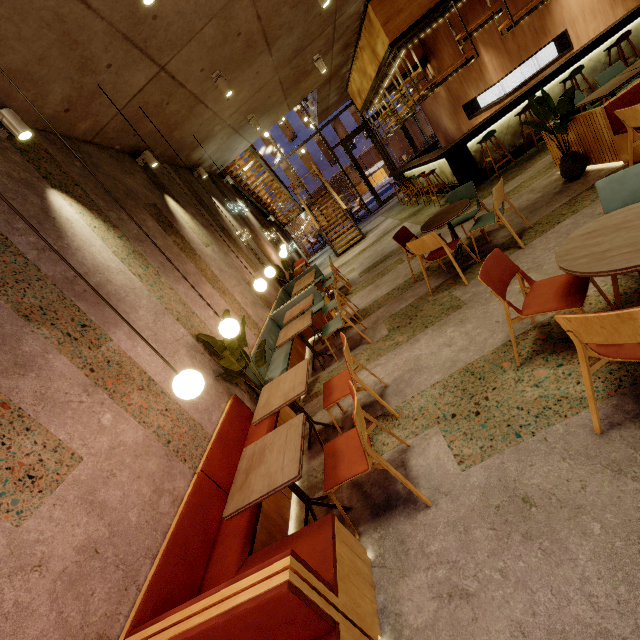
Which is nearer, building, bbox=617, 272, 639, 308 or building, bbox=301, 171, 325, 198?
building, bbox=617, 272, 639, 308

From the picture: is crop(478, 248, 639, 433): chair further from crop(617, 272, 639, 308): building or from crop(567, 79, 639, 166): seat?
crop(567, 79, 639, 166): seat

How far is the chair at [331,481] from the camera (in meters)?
2.10

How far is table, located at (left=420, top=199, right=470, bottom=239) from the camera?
4.40m

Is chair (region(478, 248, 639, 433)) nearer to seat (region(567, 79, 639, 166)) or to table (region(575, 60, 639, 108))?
seat (region(567, 79, 639, 166))

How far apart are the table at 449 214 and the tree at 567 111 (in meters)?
1.38

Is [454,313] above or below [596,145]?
below

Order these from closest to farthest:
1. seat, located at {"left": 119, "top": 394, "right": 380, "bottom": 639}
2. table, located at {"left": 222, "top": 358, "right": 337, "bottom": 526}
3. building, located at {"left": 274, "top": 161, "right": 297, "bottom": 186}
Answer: seat, located at {"left": 119, "top": 394, "right": 380, "bottom": 639}, table, located at {"left": 222, "top": 358, "right": 337, "bottom": 526}, building, located at {"left": 274, "top": 161, "right": 297, "bottom": 186}
